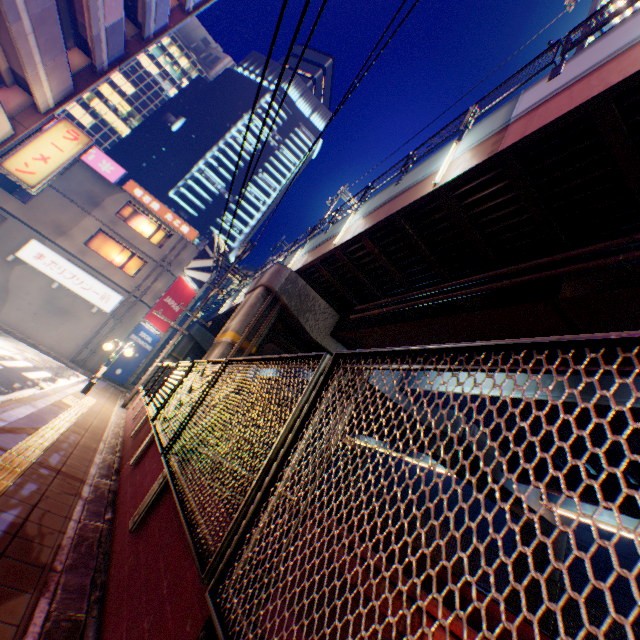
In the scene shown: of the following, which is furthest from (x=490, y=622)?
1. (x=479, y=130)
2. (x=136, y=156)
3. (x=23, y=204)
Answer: (x=136, y=156)

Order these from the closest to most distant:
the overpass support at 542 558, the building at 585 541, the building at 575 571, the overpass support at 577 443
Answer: the overpass support at 577 443
the overpass support at 542 558
the building at 575 571
the building at 585 541

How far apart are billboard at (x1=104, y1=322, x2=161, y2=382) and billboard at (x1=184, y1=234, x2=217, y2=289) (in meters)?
4.83

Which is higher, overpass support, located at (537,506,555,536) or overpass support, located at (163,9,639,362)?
overpass support, located at (163,9,639,362)

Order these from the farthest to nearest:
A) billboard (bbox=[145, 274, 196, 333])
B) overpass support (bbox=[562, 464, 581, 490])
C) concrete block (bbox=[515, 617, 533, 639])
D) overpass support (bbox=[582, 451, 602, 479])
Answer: billboard (bbox=[145, 274, 196, 333]), overpass support (bbox=[562, 464, 581, 490]), overpass support (bbox=[582, 451, 602, 479]), concrete block (bbox=[515, 617, 533, 639])

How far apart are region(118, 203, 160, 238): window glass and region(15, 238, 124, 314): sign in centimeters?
460cm

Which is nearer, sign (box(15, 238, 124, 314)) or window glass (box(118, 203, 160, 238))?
sign (box(15, 238, 124, 314))

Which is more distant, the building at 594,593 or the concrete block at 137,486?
the building at 594,593
